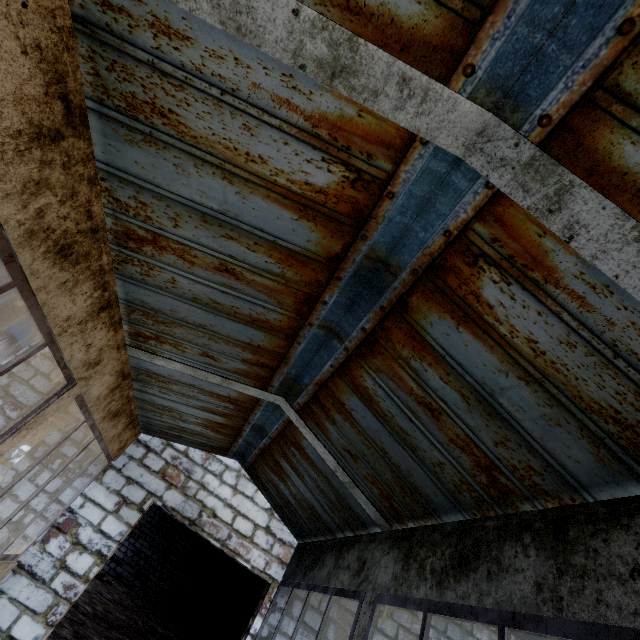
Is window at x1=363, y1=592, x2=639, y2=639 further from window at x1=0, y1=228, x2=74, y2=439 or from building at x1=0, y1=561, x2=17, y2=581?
window at x1=0, y1=228, x2=74, y2=439

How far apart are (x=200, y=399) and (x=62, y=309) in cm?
223

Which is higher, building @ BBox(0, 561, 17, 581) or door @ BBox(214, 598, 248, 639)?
door @ BBox(214, 598, 248, 639)

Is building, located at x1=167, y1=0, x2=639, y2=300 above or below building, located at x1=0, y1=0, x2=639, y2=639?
above

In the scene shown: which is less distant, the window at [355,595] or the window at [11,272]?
the window at [11,272]

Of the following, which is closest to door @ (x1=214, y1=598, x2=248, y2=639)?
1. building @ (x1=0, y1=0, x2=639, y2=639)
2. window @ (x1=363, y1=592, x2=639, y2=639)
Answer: building @ (x1=0, y1=0, x2=639, y2=639)

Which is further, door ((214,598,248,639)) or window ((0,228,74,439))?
door ((214,598,248,639))

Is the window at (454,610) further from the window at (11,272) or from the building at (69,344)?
the window at (11,272)
